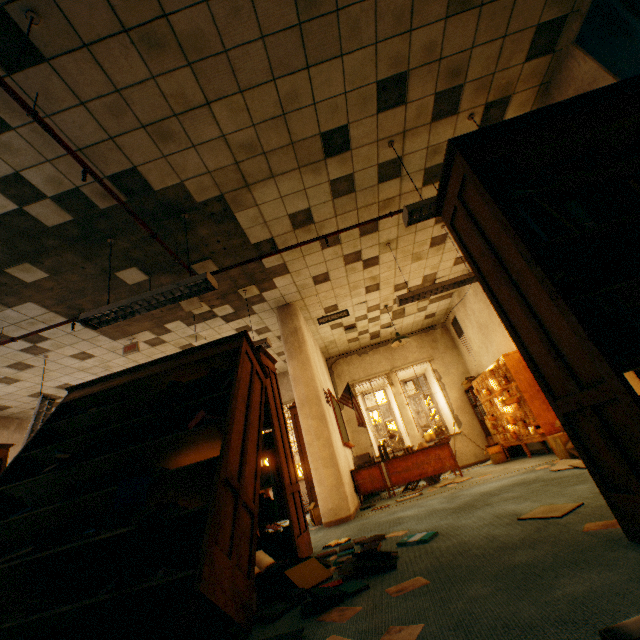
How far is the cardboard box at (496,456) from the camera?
6.9m

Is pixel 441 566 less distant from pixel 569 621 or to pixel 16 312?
pixel 569 621

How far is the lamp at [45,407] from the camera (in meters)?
5.32

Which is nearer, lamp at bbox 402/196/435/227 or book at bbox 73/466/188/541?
book at bbox 73/466/188/541

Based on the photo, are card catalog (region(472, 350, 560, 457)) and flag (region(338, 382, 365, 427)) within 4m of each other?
yes

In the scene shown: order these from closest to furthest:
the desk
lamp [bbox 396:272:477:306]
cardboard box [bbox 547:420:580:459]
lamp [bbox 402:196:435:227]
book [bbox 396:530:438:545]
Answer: book [bbox 396:530:438:545] < lamp [bbox 402:196:435:227] < cardboard box [bbox 547:420:580:459] < lamp [bbox 396:272:477:306] < the desk

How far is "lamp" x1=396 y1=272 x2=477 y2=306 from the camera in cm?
511

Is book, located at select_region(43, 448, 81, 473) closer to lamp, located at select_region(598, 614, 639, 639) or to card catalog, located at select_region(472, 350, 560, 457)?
lamp, located at select_region(598, 614, 639, 639)
